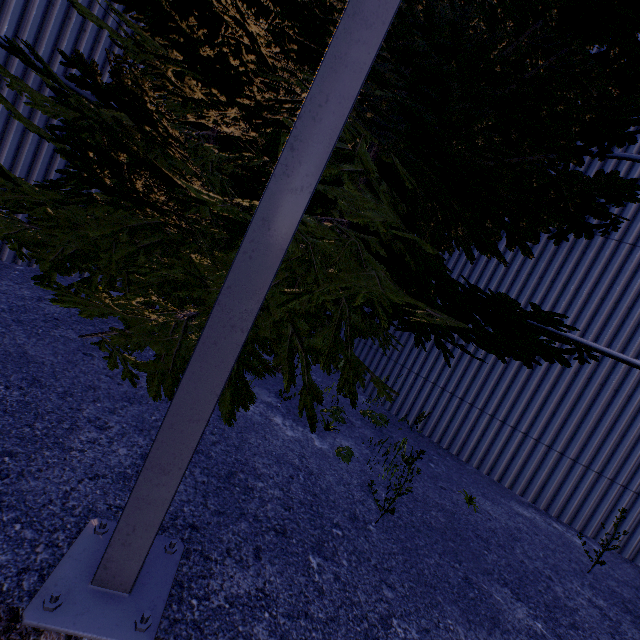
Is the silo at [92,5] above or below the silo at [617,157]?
below

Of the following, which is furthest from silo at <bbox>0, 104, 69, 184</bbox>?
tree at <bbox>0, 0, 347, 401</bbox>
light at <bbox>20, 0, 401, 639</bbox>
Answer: light at <bbox>20, 0, 401, 639</bbox>

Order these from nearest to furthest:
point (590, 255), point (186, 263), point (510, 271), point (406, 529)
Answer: point (406, 529)
point (186, 263)
point (590, 255)
point (510, 271)

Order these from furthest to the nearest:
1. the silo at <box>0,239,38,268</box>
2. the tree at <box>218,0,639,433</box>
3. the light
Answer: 1. the silo at <box>0,239,38,268</box>
2. the tree at <box>218,0,639,433</box>
3. the light

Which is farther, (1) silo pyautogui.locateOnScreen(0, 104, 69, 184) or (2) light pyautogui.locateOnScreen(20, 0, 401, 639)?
(1) silo pyautogui.locateOnScreen(0, 104, 69, 184)

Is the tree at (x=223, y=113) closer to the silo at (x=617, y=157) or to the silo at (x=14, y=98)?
the silo at (x=617, y=157)

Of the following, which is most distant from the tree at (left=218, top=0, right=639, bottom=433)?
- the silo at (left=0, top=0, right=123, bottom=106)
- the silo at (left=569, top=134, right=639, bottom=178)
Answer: the silo at (left=0, top=0, right=123, bottom=106)
